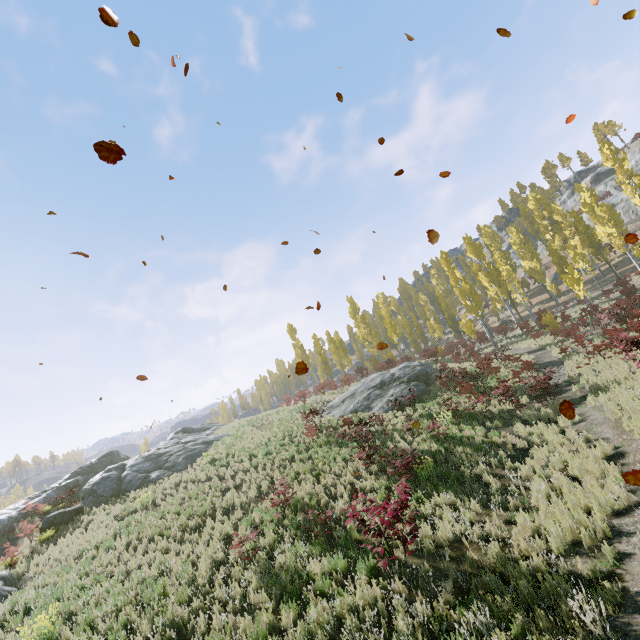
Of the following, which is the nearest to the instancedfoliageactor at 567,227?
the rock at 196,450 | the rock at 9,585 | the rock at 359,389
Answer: the rock at 359,389

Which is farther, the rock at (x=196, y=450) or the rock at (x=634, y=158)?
the rock at (x=634, y=158)

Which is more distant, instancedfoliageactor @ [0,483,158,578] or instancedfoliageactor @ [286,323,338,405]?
instancedfoliageactor @ [286,323,338,405]

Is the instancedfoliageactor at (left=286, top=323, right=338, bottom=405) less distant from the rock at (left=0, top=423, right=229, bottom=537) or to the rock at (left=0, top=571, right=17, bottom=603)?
the rock at (left=0, top=423, right=229, bottom=537)

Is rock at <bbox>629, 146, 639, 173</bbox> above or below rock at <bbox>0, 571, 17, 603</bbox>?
above

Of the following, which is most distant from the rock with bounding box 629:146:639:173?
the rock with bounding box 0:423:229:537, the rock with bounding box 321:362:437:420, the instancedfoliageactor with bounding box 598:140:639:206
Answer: the rock with bounding box 0:423:229:537

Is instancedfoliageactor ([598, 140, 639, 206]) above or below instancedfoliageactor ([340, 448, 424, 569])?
above

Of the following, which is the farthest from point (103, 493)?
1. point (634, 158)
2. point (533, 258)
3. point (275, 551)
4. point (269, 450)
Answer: point (634, 158)
